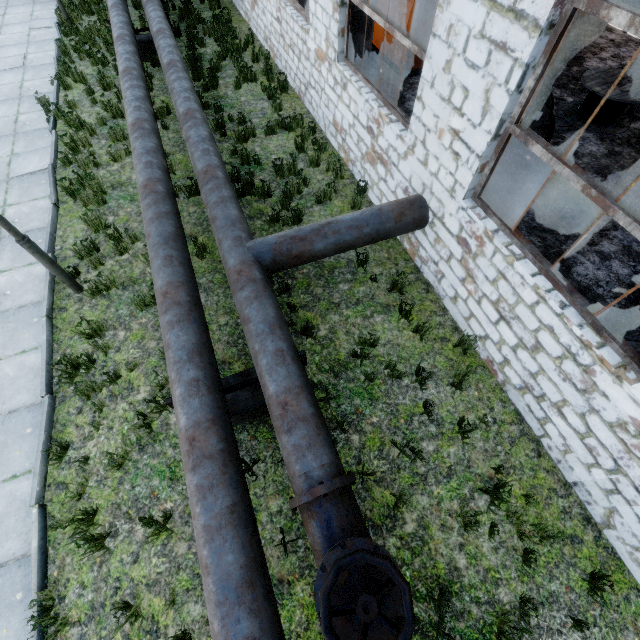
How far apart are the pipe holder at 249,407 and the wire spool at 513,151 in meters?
5.6 m

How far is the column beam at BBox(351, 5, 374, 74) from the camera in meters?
6.6

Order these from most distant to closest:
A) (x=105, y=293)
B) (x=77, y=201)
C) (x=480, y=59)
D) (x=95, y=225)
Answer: (x=77, y=201), (x=95, y=225), (x=105, y=293), (x=480, y=59)

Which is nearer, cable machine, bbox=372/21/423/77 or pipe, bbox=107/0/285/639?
pipe, bbox=107/0/285/639

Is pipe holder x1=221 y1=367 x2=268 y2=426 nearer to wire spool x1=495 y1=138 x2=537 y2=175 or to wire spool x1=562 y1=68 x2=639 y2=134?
wire spool x1=495 y1=138 x2=537 y2=175

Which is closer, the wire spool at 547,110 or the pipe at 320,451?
the pipe at 320,451

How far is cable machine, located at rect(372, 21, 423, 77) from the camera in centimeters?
884cm

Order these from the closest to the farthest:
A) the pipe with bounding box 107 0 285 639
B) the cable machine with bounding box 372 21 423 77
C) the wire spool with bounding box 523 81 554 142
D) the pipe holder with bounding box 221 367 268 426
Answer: the pipe with bounding box 107 0 285 639, the pipe holder with bounding box 221 367 268 426, the wire spool with bounding box 523 81 554 142, the cable machine with bounding box 372 21 423 77
